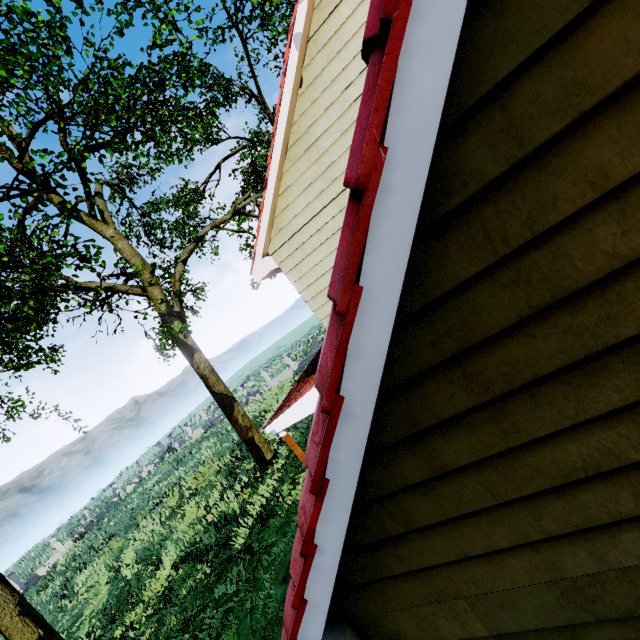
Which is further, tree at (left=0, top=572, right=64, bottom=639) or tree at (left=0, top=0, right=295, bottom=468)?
tree at (left=0, top=572, right=64, bottom=639)

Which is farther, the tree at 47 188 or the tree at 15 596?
the tree at 15 596

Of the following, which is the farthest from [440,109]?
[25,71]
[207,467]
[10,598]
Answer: [207,467]
